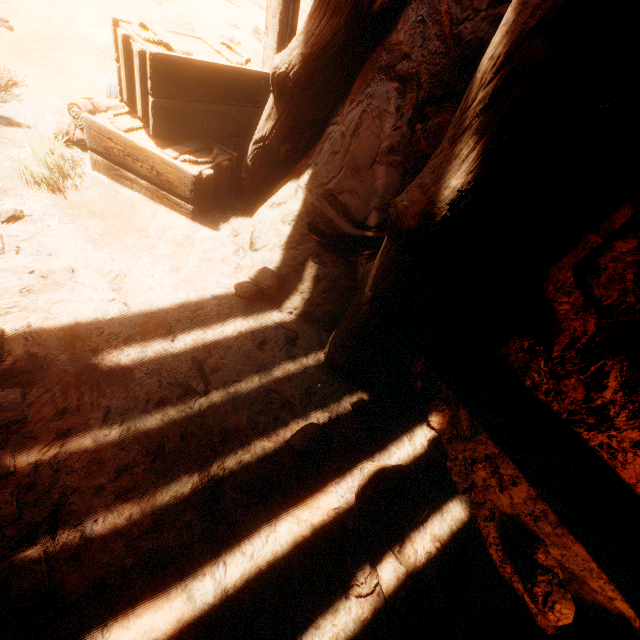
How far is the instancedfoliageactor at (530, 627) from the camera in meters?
1.7

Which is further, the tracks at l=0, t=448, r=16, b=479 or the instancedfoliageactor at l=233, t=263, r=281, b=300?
the instancedfoliageactor at l=233, t=263, r=281, b=300

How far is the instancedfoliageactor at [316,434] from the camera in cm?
187

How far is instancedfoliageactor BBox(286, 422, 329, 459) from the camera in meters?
1.9 m

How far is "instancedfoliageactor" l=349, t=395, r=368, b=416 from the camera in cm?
221

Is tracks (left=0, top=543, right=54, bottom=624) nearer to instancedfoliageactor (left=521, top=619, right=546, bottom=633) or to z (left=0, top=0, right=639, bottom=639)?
z (left=0, top=0, right=639, bottom=639)

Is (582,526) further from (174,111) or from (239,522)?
(174,111)

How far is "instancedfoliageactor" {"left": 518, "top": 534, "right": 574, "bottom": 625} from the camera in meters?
1.8
